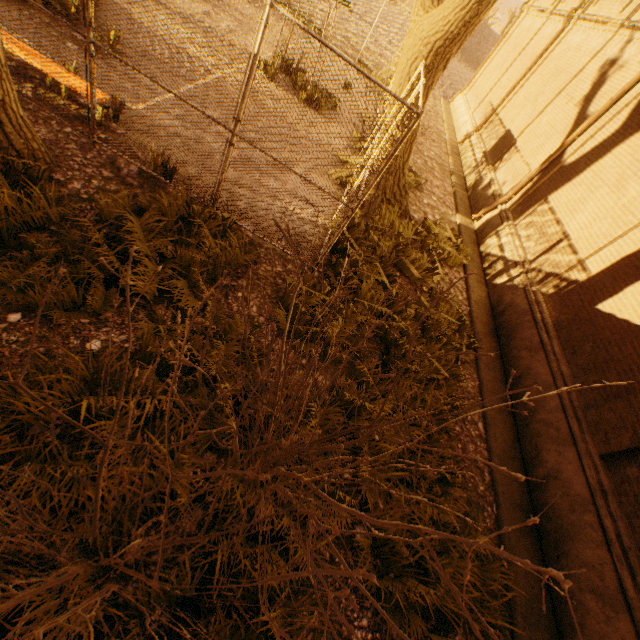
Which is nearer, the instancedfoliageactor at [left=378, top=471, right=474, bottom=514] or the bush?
the bush

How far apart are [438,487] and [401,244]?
5.04m

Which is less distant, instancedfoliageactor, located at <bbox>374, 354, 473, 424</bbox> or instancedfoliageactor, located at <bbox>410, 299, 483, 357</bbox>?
instancedfoliageactor, located at <bbox>374, 354, 473, 424</bbox>

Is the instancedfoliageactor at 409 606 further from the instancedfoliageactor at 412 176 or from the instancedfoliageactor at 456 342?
the instancedfoliageactor at 412 176

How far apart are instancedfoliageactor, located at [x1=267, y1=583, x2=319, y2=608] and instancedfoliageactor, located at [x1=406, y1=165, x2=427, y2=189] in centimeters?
1017cm

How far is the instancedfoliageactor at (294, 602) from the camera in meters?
2.8

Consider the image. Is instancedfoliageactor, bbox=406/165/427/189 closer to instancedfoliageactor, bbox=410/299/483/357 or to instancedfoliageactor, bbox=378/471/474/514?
instancedfoliageactor, bbox=410/299/483/357

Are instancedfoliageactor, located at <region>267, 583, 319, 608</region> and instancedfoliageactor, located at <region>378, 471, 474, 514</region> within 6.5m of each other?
yes
